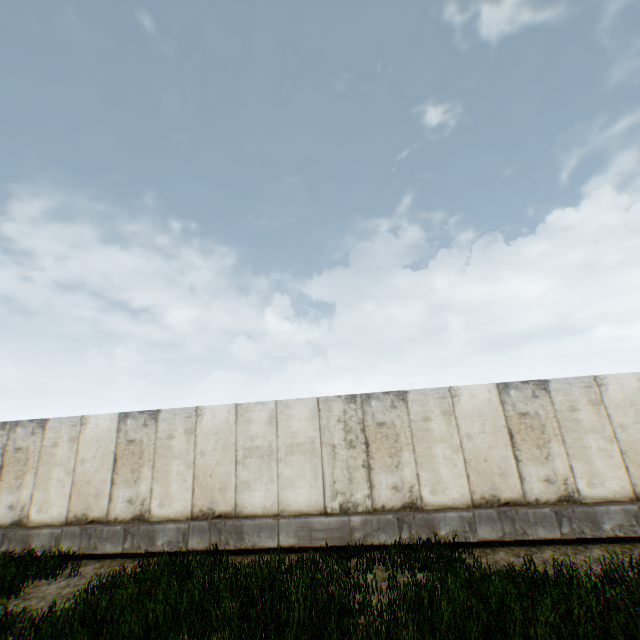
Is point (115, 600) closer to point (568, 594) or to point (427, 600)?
point (427, 600)
